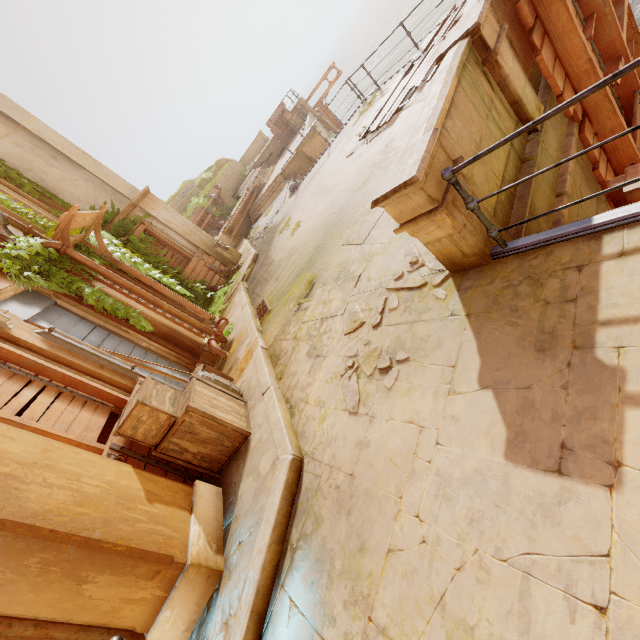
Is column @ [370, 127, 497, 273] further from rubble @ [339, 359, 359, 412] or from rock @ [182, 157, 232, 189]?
rock @ [182, 157, 232, 189]

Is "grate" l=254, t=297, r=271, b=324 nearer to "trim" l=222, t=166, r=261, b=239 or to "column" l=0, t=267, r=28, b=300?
"column" l=0, t=267, r=28, b=300

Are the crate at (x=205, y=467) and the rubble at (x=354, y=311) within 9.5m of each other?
yes

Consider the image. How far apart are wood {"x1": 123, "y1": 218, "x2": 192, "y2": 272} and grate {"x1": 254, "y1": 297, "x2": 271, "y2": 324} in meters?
6.0

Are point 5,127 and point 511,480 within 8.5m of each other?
no

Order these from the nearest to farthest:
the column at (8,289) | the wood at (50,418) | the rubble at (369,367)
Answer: the rubble at (369,367) < the wood at (50,418) < the column at (8,289)

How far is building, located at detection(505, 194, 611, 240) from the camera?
3.4m

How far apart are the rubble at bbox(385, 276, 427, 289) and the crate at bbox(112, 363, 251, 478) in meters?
2.3
